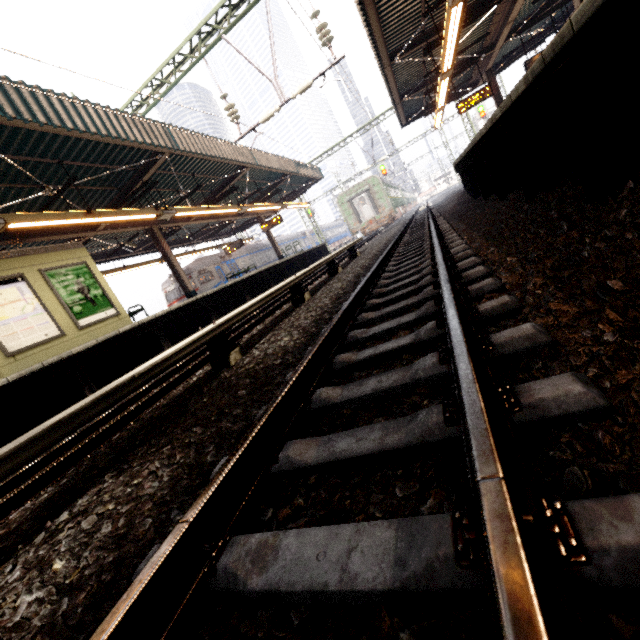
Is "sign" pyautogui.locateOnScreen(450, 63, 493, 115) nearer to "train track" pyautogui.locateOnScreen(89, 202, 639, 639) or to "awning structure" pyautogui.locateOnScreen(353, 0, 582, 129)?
"awning structure" pyautogui.locateOnScreen(353, 0, 582, 129)

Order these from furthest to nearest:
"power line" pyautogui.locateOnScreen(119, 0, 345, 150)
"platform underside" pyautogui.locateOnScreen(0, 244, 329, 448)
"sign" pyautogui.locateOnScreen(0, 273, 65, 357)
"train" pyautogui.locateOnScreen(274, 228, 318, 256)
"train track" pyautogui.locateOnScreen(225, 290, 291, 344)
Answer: "train" pyautogui.locateOnScreen(274, 228, 318, 256)
"power line" pyautogui.locateOnScreen(119, 0, 345, 150)
"sign" pyautogui.locateOnScreen(0, 273, 65, 357)
"train track" pyautogui.locateOnScreen(225, 290, 291, 344)
"platform underside" pyautogui.locateOnScreen(0, 244, 329, 448)

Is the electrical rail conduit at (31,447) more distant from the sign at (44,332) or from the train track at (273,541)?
the sign at (44,332)

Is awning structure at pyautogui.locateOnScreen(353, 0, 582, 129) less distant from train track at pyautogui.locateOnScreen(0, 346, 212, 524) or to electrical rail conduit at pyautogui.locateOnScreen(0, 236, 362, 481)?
electrical rail conduit at pyautogui.locateOnScreen(0, 236, 362, 481)

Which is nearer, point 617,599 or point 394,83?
point 617,599

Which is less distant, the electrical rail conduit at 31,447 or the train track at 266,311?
the electrical rail conduit at 31,447

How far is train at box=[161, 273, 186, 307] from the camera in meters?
20.6 m

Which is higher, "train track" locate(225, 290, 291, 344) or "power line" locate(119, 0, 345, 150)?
"power line" locate(119, 0, 345, 150)
